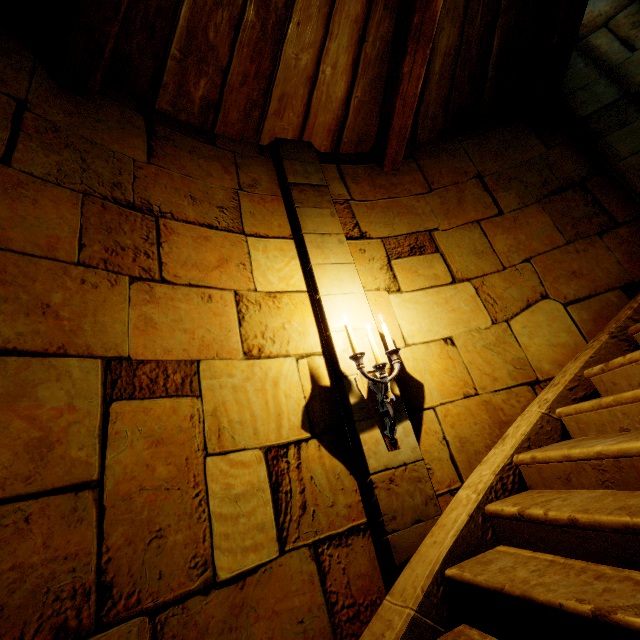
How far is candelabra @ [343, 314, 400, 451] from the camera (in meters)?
2.41

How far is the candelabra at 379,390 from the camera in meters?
2.4 m

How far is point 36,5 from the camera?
2.44m
